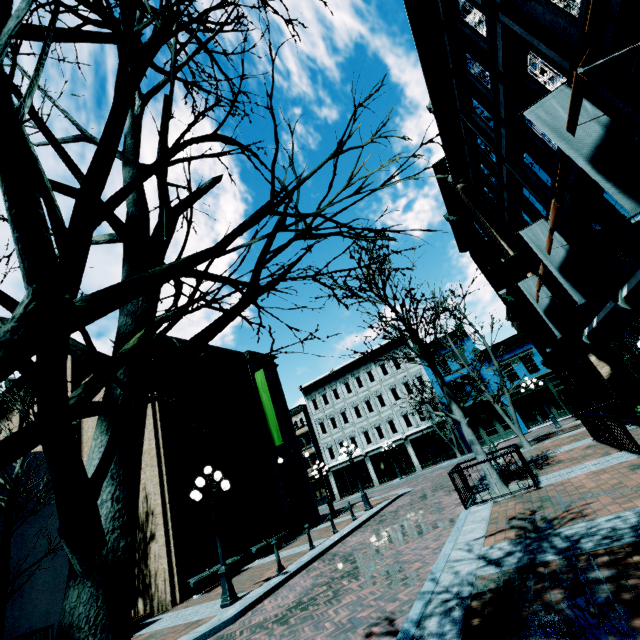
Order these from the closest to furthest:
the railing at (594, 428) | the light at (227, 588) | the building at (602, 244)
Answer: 1. the building at (602, 244)
2. the railing at (594, 428)
3. the light at (227, 588)

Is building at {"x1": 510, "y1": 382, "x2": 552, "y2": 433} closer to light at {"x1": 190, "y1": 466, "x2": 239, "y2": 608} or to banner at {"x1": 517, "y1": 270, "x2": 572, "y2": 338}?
banner at {"x1": 517, "y1": 270, "x2": 572, "y2": 338}

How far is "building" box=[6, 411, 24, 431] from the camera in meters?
19.7 m

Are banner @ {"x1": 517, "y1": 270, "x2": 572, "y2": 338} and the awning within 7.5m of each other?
yes

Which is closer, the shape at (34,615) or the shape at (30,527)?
the shape at (34,615)

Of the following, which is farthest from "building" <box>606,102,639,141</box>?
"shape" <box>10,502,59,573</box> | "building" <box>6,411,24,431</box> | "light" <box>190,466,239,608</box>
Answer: "shape" <box>10,502,59,573</box>

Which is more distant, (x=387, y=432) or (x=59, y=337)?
(x=387, y=432)

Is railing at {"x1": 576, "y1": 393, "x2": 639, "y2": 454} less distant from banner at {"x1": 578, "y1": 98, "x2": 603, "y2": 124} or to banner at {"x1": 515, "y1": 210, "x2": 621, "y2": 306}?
banner at {"x1": 515, "y1": 210, "x2": 621, "y2": 306}
